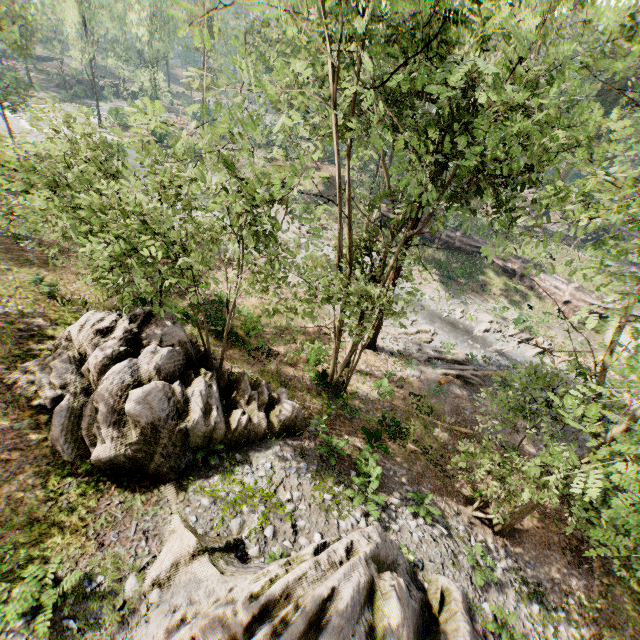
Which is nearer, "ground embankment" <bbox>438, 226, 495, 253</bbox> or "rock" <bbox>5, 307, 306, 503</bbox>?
"rock" <bbox>5, 307, 306, 503</bbox>

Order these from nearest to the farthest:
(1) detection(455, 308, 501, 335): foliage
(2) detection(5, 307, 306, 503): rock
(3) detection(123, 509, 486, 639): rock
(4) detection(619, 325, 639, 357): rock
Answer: (3) detection(123, 509, 486, 639): rock < (2) detection(5, 307, 306, 503): rock < (1) detection(455, 308, 501, 335): foliage < (4) detection(619, 325, 639, 357): rock

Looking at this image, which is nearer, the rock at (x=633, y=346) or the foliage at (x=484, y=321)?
the foliage at (x=484, y=321)

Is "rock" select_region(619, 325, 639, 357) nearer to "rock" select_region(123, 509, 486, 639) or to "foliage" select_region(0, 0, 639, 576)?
"foliage" select_region(0, 0, 639, 576)

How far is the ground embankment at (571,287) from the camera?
31.14m

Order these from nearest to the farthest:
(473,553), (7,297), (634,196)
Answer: (634,196) < (473,553) < (7,297)

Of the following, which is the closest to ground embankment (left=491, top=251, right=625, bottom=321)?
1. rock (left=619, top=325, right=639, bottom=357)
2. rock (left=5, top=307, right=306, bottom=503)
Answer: rock (left=619, top=325, right=639, bottom=357)

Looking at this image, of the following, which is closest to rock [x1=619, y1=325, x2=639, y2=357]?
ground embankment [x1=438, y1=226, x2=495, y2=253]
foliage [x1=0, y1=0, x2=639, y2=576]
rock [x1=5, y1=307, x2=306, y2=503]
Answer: ground embankment [x1=438, y1=226, x2=495, y2=253]
